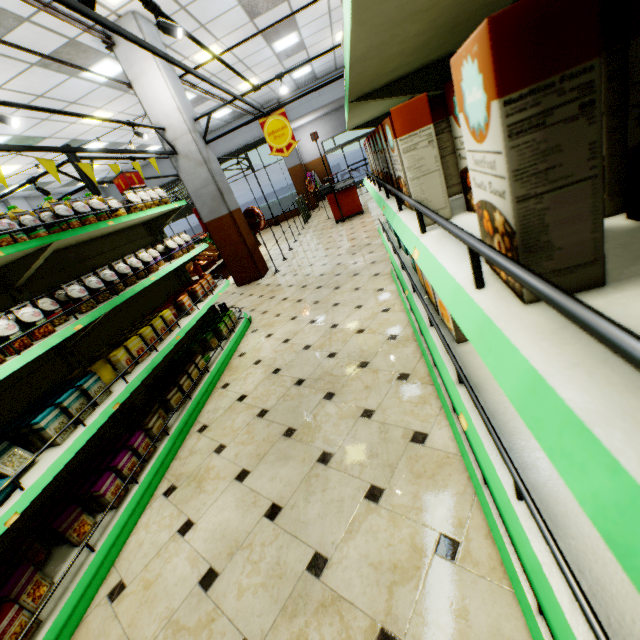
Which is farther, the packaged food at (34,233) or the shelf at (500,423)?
the packaged food at (34,233)

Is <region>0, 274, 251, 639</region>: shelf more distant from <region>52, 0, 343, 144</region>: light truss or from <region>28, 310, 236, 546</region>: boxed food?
<region>52, 0, 343, 144</region>: light truss

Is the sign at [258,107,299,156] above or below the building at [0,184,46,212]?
below

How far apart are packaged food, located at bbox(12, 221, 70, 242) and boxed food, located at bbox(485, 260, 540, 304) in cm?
276

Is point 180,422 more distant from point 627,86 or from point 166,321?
point 627,86

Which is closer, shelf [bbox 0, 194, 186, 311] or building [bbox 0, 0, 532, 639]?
building [bbox 0, 0, 532, 639]

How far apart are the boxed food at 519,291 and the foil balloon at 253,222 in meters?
6.9 m

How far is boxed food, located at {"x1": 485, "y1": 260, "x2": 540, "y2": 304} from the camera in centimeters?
47cm
